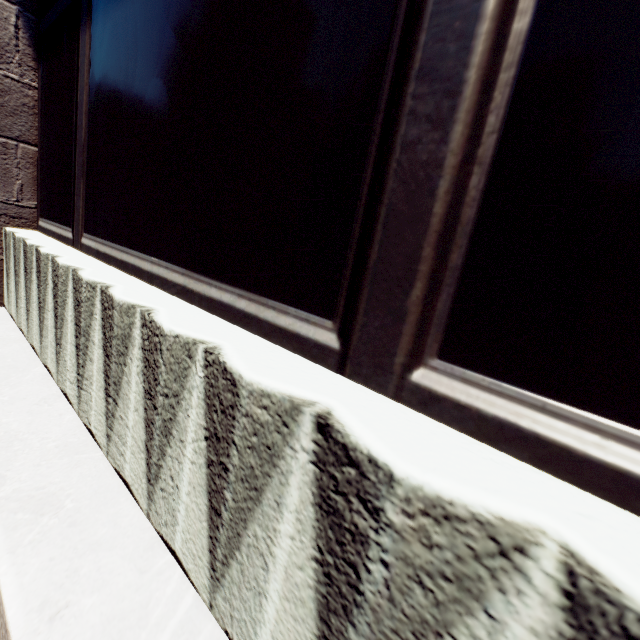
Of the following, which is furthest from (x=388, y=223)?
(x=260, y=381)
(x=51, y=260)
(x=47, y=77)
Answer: (x=47, y=77)
